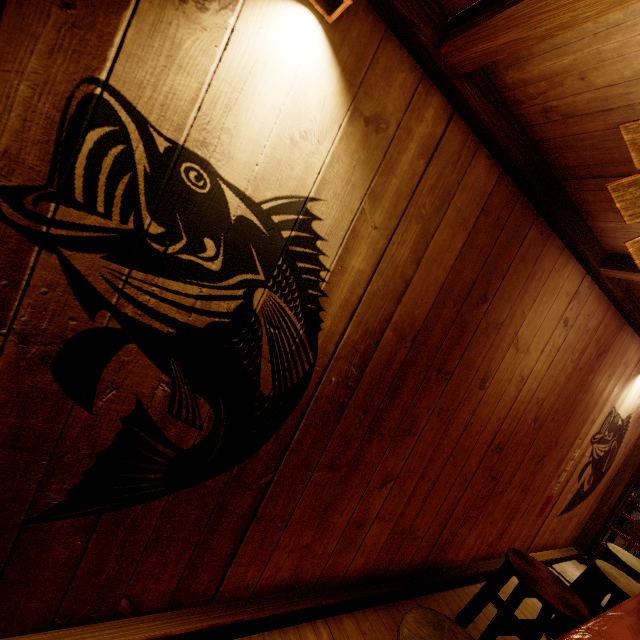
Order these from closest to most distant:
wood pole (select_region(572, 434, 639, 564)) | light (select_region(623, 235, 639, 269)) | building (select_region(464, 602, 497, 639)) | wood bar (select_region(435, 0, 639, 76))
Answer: light (select_region(623, 235, 639, 269))
wood bar (select_region(435, 0, 639, 76))
building (select_region(464, 602, 497, 639))
wood pole (select_region(572, 434, 639, 564))

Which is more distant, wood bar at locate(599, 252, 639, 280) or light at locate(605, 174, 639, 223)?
wood bar at locate(599, 252, 639, 280)

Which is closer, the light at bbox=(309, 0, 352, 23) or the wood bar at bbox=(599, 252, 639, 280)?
the light at bbox=(309, 0, 352, 23)

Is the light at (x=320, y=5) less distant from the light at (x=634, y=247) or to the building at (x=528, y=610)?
the building at (x=528, y=610)

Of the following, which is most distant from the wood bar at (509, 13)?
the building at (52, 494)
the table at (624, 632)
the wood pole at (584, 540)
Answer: the wood pole at (584, 540)

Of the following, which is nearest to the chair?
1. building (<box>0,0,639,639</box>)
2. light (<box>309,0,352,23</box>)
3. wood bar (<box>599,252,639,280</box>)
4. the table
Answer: building (<box>0,0,639,639</box>)

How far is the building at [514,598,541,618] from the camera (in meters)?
5.30

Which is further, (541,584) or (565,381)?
(565,381)
